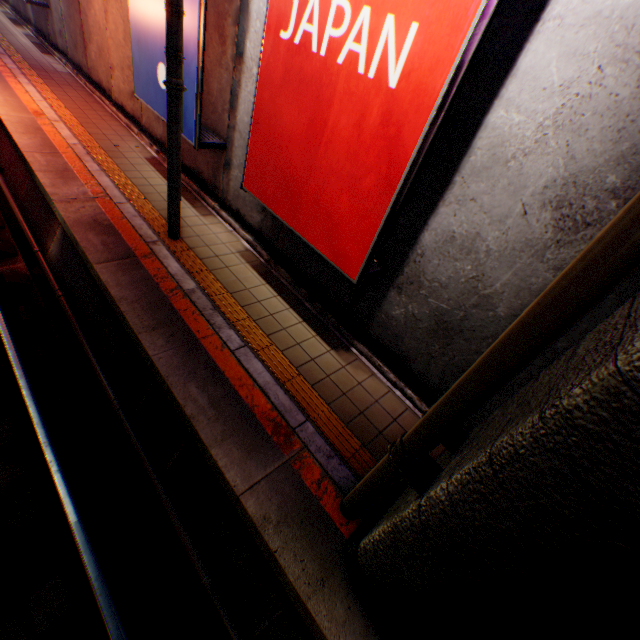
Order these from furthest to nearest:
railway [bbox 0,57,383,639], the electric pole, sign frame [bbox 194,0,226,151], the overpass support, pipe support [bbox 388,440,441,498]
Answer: sign frame [bbox 194,0,226,151]
the electric pole
railway [bbox 0,57,383,639]
pipe support [bbox 388,440,441,498]
the overpass support

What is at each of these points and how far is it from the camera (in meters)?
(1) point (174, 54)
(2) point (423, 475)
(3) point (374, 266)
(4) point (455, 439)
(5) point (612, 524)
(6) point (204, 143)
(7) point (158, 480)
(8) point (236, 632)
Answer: (1) electric pole, 4.06
(2) pipe support, 2.48
(3) sign frame, 4.40
(4) pipe support, 2.82
(5) overpass support, 1.28
(6) sign frame, 5.89
(7) pipe, 3.89
(8) pipe, 3.16

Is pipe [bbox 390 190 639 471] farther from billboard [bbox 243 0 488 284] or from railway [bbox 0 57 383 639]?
billboard [bbox 243 0 488 284]

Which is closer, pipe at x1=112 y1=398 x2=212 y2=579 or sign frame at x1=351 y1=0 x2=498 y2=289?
sign frame at x1=351 y1=0 x2=498 y2=289

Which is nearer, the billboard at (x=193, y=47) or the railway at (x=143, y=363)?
the railway at (x=143, y=363)

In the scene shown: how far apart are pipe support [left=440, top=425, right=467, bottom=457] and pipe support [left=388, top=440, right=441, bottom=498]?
0.27m

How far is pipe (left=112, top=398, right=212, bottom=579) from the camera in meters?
3.5 m

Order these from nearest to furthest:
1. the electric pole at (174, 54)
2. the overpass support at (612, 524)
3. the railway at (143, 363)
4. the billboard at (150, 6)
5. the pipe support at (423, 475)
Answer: the overpass support at (612, 524), the pipe support at (423, 475), the railway at (143, 363), the electric pole at (174, 54), the billboard at (150, 6)
